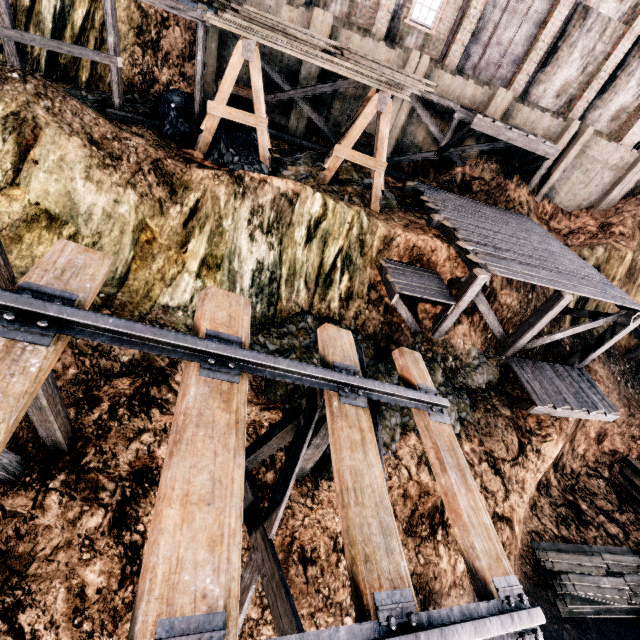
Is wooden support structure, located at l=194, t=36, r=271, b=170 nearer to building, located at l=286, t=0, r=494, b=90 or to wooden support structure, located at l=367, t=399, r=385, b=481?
building, located at l=286, t=0, r=494, b=90

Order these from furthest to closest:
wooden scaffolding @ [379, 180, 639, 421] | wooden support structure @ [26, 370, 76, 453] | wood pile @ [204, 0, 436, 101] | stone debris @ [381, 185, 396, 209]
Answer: stone debris @ [381, 185, 396, 209], wooden scaffolding @ [379, 180, 639, 421], wood pile @ [204, 0, 436, 101], wooden support structure @ [26, 370, 76, 453]

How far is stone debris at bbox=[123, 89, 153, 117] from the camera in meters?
13.5 m

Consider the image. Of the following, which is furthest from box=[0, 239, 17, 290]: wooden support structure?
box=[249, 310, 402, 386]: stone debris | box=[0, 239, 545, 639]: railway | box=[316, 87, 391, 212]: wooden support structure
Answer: box=[316, 87, 391, 212]: wooden support structure

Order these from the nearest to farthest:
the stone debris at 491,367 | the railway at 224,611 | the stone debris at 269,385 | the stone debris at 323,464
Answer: the railway at 224,611, the stone debris at 323,464, the stone debris at 269,385, the stone debris at 491,367

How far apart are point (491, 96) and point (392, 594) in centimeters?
2178cm

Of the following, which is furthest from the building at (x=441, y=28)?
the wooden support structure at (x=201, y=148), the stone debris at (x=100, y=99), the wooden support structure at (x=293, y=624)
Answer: the wooden support structure at (x=293, y=624)

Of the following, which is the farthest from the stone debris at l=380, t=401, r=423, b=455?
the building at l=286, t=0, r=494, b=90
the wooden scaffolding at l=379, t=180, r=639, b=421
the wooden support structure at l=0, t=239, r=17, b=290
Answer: the building at l=286, t=0, r=494, b=90
